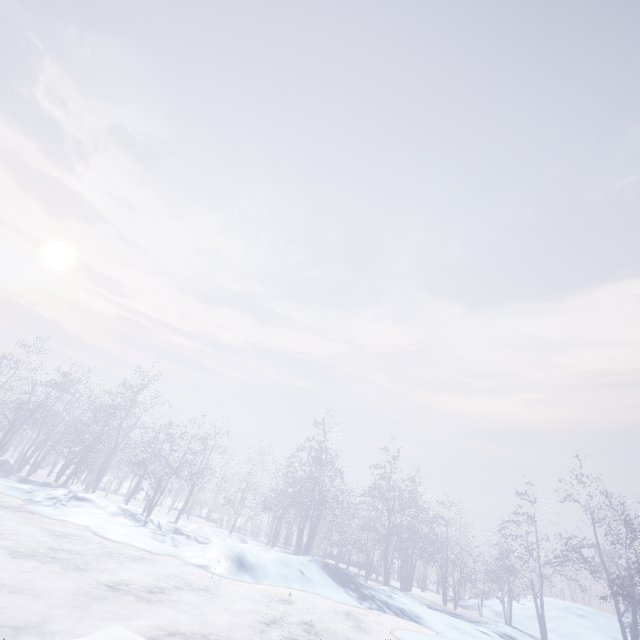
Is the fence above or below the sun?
below

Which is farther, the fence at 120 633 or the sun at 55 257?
the sun at 55 257

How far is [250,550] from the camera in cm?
1259

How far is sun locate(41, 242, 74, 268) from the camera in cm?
5159

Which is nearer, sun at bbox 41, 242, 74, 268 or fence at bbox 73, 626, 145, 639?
fence at bbox 73, 626, 145, 639

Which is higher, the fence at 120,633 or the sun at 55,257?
the sun at 55,257
